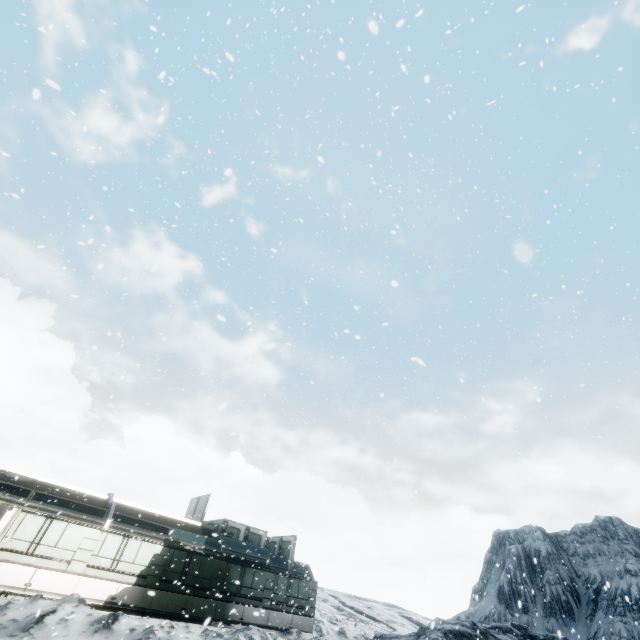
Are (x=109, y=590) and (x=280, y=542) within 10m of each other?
no
